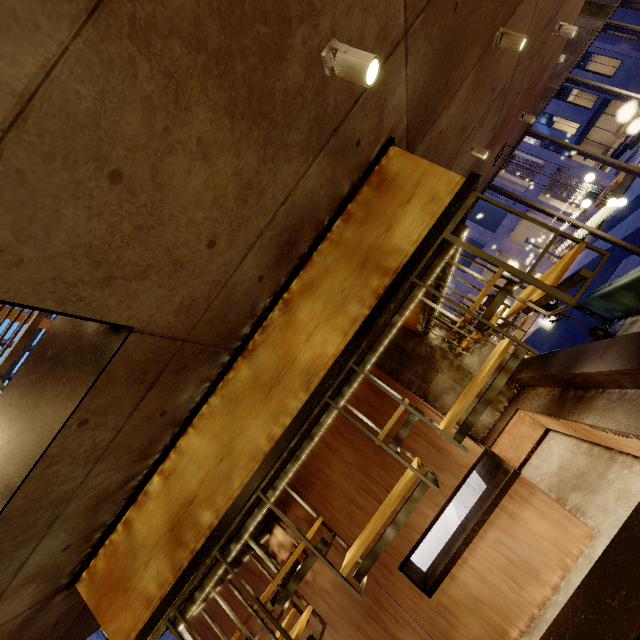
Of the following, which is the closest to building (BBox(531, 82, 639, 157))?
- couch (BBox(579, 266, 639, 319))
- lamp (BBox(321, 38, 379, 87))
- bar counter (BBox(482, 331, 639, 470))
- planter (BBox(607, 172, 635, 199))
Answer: planter (BBox(607, 172, 635, 199))

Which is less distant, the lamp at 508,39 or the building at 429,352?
the lamp at 508,39

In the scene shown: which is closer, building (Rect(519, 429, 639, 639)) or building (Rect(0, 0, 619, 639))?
building (Rect(0, 0, 619, 639))

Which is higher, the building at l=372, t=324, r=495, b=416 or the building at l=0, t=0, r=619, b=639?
the building at l=0, t=0, r=619, b=639

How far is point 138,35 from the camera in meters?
1.2 m

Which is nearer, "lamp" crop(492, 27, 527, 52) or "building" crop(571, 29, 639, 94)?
"lamp" crop(492, 27, 527, 52)

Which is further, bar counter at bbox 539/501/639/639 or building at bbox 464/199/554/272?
building at bbox 464/199/554/272

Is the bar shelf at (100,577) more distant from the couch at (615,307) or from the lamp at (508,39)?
the couch at (615,307)
